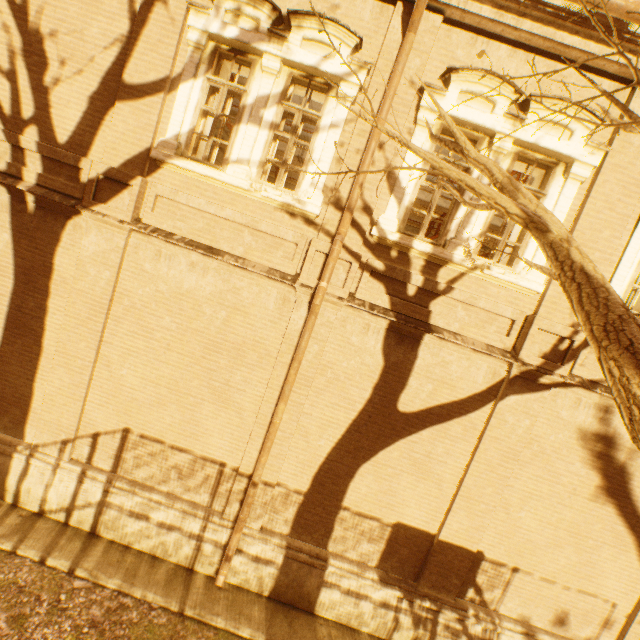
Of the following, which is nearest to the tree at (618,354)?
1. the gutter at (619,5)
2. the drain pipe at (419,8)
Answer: the drain pipe at (419,8)

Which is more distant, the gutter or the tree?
the gutter

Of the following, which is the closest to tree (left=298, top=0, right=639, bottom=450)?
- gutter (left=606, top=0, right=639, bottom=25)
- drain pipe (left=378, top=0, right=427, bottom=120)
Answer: drain pipe (left=378, top=0, right=427, bottom=120)

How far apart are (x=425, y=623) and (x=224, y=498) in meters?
4.5 m

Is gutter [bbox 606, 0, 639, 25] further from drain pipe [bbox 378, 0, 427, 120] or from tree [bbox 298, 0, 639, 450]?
tree [bbox 298, 0, 639, 450]
